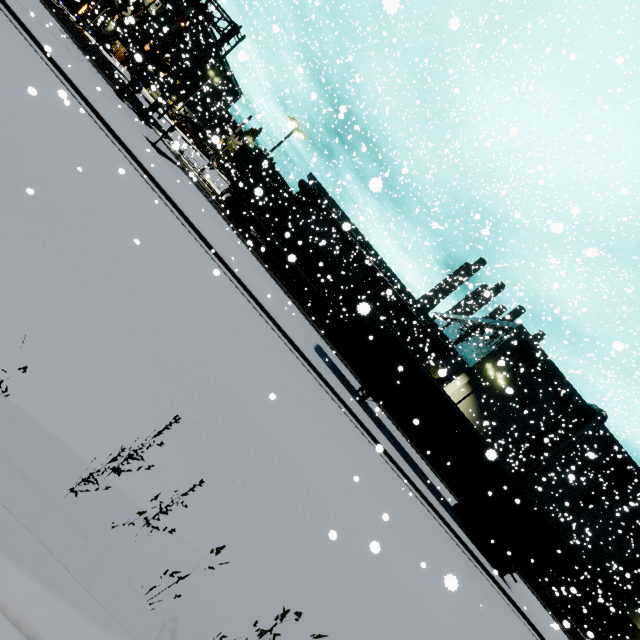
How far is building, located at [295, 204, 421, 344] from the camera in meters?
36.8

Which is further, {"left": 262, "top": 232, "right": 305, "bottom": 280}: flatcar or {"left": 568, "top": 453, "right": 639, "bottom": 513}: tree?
{"left": 568, "top": 453, "right": 639, "bottom": 513}: tree

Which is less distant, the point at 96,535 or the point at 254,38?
the point at 96,535

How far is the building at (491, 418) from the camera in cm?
3369

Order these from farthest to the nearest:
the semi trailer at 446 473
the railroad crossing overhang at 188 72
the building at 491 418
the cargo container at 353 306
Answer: the building at 491 418, the railroad crossing overhang at 188 72, the semi trailer at 446 473, the cargo container at 353 306

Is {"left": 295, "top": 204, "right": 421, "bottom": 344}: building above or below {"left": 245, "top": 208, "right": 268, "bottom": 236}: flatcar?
above

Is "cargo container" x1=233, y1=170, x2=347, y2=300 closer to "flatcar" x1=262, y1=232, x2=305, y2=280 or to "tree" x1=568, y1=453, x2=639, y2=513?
"flatcar" x1=262, y1=232, x2=305, y2=280

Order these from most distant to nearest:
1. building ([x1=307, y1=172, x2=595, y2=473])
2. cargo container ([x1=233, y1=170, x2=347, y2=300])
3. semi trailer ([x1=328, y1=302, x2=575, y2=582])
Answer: building ([x1=307, y1=172, x2=595, y2=473]), cargo container ([x1=233, y1=170, x2=347, y2=300]), semi trailer ([x1=328, y1=302, x2=575, y2=582])
